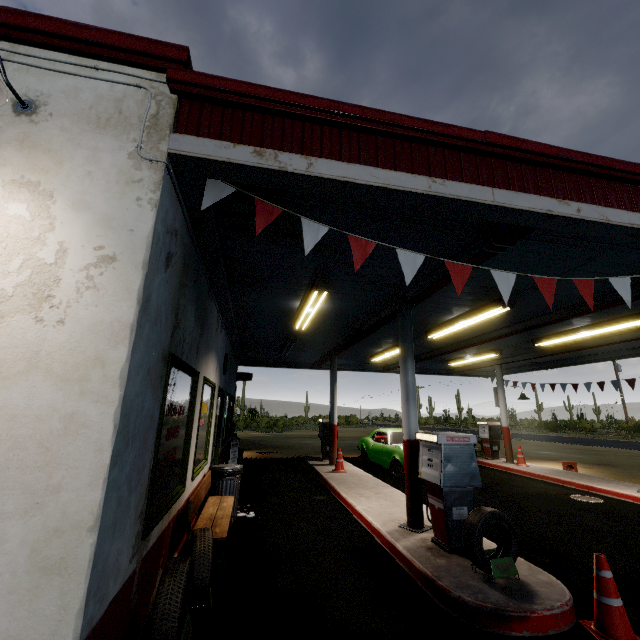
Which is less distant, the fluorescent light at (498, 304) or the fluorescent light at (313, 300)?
the fluorescent light at (313, 300)

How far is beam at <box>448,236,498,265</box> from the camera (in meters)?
4.25

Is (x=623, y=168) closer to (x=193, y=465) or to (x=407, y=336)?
(x=407, y=336)

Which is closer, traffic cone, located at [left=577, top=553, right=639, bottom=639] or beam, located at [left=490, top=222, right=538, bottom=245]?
traffic cone, located at [left=577, top=553, right=639, bottom=639]

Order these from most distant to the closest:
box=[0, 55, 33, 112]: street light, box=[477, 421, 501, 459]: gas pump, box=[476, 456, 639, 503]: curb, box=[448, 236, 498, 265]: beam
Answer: box=[477, 421, 501, 459]: gas pump → box=[476, 456, 639, 503]: curb → box=[448, 236, 498, 265]: beam → box=[0, 55, 33, 112]: street light

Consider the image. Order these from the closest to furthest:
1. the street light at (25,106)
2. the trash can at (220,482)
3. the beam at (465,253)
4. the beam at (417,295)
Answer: the street light at (25,106) < the beam at (465,253) < the beam at (417,295) < the trash can at (220,482)

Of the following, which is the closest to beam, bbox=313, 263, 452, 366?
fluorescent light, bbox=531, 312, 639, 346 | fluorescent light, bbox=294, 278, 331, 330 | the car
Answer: fluorescent light, bbox=294, 278, 331, 330

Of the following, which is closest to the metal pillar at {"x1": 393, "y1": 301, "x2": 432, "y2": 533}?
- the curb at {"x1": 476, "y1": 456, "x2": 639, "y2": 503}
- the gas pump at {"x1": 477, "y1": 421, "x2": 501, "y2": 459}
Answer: the curb at {"x1": 476, "y1": 456, "x2": 639, "y2": 503}
